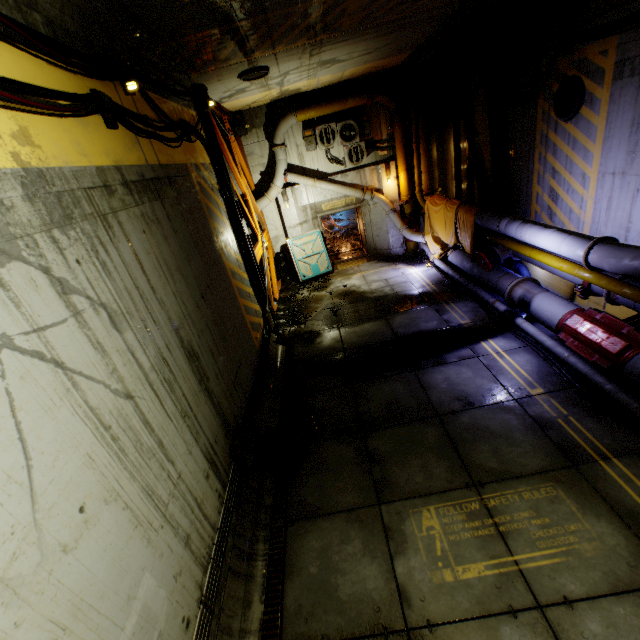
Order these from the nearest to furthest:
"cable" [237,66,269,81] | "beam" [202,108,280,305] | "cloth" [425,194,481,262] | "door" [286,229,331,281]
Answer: "cable" [237,66,269,81] → "beam" [202,108,280,305] → "cloth" [425,194,481,262] → "door" [286,229,331,281]

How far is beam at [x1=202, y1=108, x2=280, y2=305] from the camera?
8.9 meters

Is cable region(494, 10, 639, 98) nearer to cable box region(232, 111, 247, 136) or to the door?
the door

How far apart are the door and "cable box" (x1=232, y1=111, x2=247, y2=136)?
4.3m

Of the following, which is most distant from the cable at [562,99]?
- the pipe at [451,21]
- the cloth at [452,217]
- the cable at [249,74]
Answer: the cable at [249,74]

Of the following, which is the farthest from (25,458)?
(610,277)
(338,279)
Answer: (338,279)

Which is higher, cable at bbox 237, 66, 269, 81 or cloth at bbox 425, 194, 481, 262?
cable at bbox 237, 66, 269, 81

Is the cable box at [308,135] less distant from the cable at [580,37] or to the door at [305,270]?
the door at [305,270]
